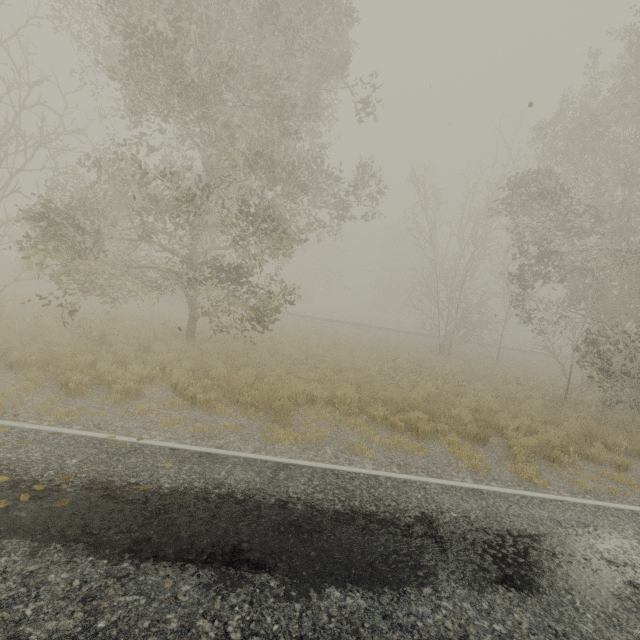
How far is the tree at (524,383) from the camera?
14.5 meters

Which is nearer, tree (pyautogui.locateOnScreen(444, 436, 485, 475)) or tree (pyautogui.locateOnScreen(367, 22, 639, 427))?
tree (pyautogui.locateOnScreen(444, 436, 485, 475))

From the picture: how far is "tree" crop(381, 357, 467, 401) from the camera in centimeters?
1192cm

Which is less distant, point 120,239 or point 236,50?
point 236,50

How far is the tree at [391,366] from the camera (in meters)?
11.92

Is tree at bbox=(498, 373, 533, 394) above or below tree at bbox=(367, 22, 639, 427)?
below

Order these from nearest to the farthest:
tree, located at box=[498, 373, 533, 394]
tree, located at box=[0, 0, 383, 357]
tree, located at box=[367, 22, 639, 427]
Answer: tree, located at box=[0, 0, 383, 357] < tree, located at box=[367, 22, 639, 427] < tree, located at box=[498, 373, 533, 394]
